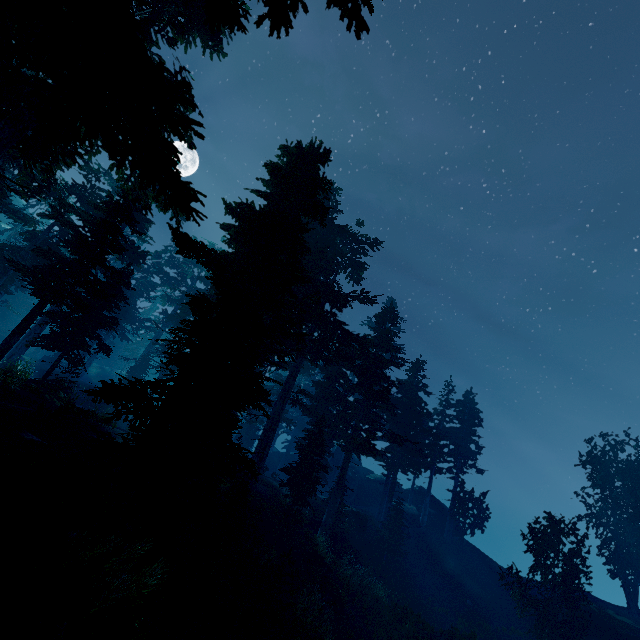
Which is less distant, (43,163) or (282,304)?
(282,304)

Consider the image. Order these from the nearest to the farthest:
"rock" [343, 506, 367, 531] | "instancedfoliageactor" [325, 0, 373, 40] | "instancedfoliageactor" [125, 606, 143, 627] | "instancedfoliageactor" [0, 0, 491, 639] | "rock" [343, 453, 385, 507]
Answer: "instancedfoliageactor" [325, 0, 373, 40]
"instancedfoliageactor" [0, 0, 491, 639]
"instancedfoliageactor" [125, 606, 143, 627]
"rock" [343, 506, 367, 531]
"rock" [343, 453, 385, 507]

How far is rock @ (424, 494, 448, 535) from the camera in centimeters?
3462cm

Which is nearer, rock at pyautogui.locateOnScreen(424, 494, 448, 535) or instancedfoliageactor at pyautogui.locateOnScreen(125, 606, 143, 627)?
instancedfoliageactor at pyautogui.locateOnScreen(125, 606, 143, 627)

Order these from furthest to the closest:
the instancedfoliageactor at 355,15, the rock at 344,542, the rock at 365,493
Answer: the rock at 365,493 < the rock at 344,542 < the instancedfoliageactor at 355,15

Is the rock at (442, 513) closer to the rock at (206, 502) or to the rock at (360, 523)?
the rock at (360, 523)

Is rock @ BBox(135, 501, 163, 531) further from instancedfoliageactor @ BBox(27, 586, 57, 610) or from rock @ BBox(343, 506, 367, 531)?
rock @ BBox(343, 506, 367, 531)

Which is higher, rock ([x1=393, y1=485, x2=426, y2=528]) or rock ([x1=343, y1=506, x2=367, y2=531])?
rock ([x1=393, y1=485, x2=426, y2=528])
